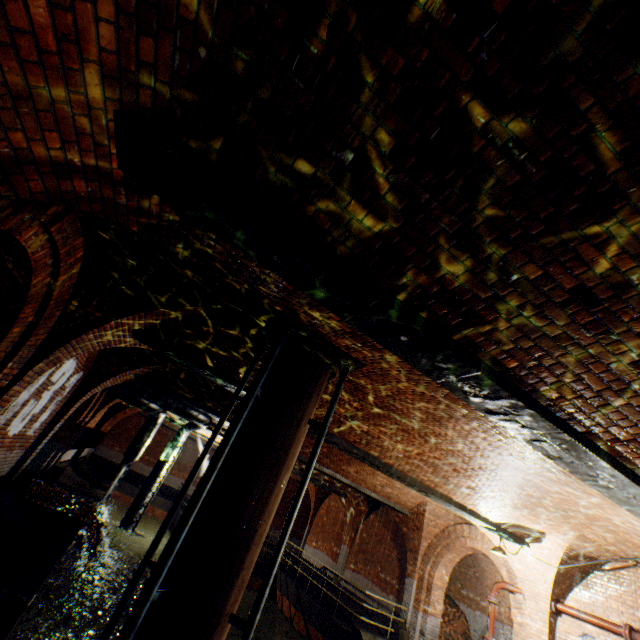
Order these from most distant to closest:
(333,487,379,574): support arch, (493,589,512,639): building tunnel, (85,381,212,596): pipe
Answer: (333,487,379,574): support arch, (493,589,512,639): building tunnel, (85,381,212,596): pipe

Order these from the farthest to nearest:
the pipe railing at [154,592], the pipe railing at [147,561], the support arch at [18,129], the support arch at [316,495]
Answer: the support arch at [316,495]
the pipe railing at [147,561]
the pipe railing at [154,592]
the support arch at [18,129]

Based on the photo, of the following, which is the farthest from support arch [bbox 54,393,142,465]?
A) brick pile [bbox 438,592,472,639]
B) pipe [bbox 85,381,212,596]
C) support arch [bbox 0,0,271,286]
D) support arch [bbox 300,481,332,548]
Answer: support arch [bbox 0,0,271,286]

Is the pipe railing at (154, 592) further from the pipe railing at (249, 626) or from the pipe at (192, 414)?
the pipe at (192, 414)

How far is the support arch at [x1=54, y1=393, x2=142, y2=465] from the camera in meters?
13.2 m

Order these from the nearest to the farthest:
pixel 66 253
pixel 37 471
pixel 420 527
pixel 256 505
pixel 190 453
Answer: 1. pixel 256 505
2. pixel 66 253
3. pixel 37 471
4. pixel 420 527
5. pixel 190 453

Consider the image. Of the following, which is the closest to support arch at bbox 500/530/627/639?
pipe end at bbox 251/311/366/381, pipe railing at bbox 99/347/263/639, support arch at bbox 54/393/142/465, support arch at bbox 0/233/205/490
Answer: pipe end at bbox 251/311/366/381

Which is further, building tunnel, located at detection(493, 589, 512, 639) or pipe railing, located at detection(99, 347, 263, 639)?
building tunnel, located at detection(493, 589, 512, 639)
